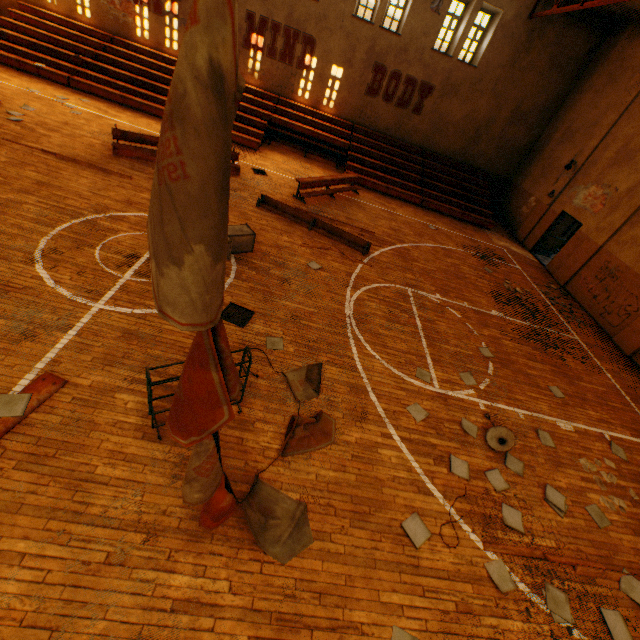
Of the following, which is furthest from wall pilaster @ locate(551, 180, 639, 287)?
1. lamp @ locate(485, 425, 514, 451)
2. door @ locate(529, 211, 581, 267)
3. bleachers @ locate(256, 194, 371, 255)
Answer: lamp @ locate(485, 425, 514, 451)

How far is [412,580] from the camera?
3.93m

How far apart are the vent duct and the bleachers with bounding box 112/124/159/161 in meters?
4.7 m

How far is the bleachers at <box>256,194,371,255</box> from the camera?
10.3m

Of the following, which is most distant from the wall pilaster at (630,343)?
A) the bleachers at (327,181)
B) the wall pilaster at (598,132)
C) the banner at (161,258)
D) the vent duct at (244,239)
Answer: the vent duct at (244,239)

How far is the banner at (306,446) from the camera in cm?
471

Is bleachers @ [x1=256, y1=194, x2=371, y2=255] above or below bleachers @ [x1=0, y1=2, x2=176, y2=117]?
below

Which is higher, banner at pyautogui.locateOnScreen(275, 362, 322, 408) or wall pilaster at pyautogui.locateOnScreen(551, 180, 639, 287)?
wall pilaster at pyautogui.locateOnScreen(551, 180, 639, 287)
